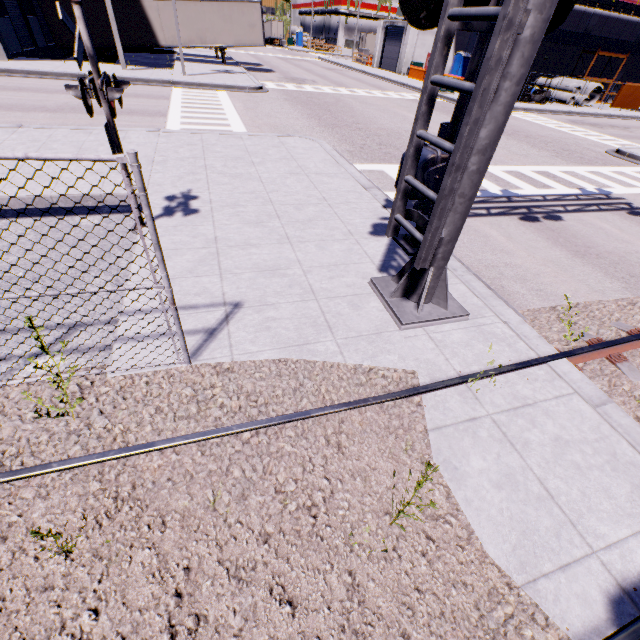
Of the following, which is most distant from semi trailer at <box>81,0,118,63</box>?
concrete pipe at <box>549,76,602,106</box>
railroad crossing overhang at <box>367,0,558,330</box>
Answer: concrete pipe at <box>549,76,602,106</box>

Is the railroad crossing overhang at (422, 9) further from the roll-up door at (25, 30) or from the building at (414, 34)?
the roll-up door at (25, 30)

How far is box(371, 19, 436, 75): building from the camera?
36.56m

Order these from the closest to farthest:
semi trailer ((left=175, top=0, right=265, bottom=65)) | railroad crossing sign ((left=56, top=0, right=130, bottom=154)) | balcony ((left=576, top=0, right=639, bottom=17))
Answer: railroad crossing sign ((left=56, top=0, right=130, bottom=154)) < semi trailer ((left=175, top=0, right=265, bottom=65)) < balcony ((left=576, top=0, right=639, bottom=17))

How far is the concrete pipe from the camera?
31.97m

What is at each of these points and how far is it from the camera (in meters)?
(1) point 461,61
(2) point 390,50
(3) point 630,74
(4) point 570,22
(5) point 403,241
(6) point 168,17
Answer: (1) portable restroom, 37.81
(2) roll-up door, 40.84
(3) building, 38.75
(4) building, 32.94
(5) railroad crossing gate, 6.01
(6) semi trailer, 24.03

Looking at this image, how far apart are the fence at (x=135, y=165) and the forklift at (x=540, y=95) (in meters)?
38.34

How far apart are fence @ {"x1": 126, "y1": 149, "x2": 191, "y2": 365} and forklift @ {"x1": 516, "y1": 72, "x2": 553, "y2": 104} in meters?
38.3 m
